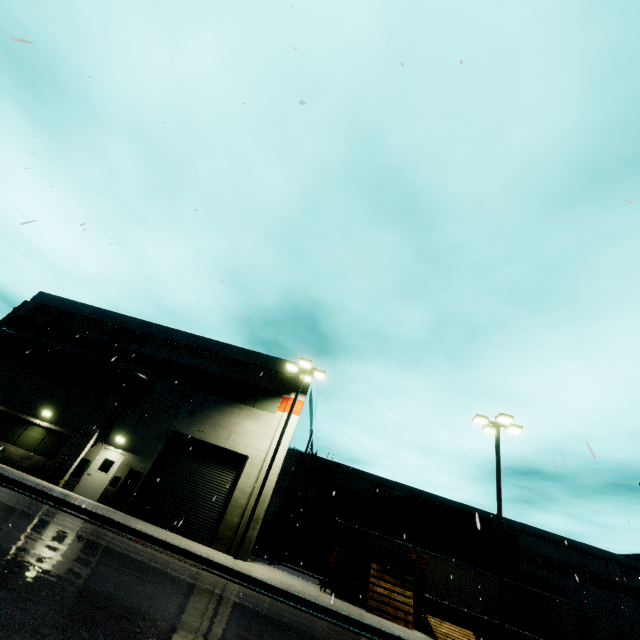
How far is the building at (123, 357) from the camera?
22.02m

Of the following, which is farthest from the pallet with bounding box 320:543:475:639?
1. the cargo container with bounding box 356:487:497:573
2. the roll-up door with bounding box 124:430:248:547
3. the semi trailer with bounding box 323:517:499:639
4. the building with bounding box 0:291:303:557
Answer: the cargo container with bounding box 356:487:497:573

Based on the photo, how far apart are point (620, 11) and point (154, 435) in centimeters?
2381cm

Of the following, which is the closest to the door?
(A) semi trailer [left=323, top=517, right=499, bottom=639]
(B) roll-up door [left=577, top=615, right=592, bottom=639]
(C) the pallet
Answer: (C) the pallet

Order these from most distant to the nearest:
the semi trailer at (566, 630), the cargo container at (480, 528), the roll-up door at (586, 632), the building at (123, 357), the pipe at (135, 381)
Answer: the roll-up door at (586, 632), the cargo container at (480, 528), the building at (123, 357), the pipe at (135, 381), the semi trailer at (566, 630)

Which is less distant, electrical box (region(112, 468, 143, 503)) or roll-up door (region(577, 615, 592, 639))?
electrical box (region(112, 468, 143, 503))

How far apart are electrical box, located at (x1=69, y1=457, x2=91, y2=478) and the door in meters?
0.1

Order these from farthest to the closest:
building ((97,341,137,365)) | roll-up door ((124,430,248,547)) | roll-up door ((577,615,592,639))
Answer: roll-up door ((577,615,592,639)), building ((97,341,137,365)), roll-up door ((124,430,248,547))
